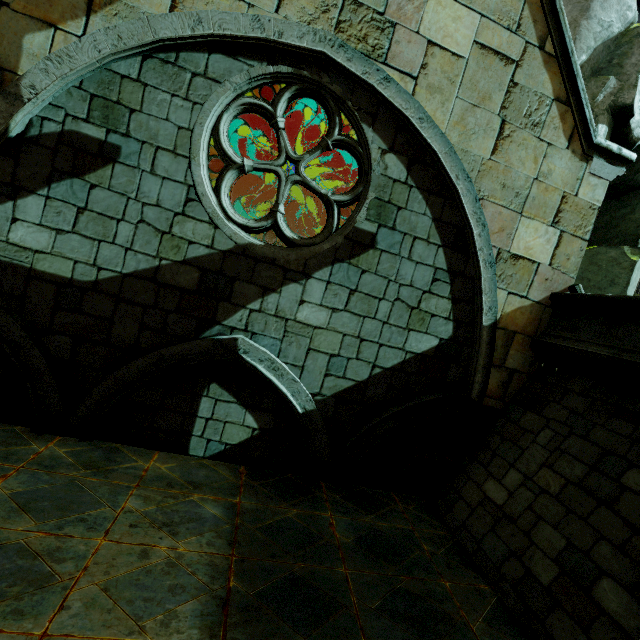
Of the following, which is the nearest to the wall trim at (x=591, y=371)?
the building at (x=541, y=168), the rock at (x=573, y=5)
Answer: the building at (x=541, y=168)

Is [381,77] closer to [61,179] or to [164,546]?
[61,179]

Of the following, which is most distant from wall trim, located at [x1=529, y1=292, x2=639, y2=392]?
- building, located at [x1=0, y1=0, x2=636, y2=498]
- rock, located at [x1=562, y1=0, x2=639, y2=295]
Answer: rock, located at [x1=562, y1=0, x2=639, y2=295]

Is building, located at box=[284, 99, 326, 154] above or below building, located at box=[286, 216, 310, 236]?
above

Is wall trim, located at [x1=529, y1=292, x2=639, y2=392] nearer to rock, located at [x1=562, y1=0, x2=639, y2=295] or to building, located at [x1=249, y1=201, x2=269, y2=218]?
building, located at [x1=249, y1=201, x2=269, y2=218]

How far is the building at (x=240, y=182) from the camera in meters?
10.6 m

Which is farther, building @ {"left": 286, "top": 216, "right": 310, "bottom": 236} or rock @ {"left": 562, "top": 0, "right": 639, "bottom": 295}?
building @ {"left": 286, "top": 216, "right": 310, "bottom": 236}
